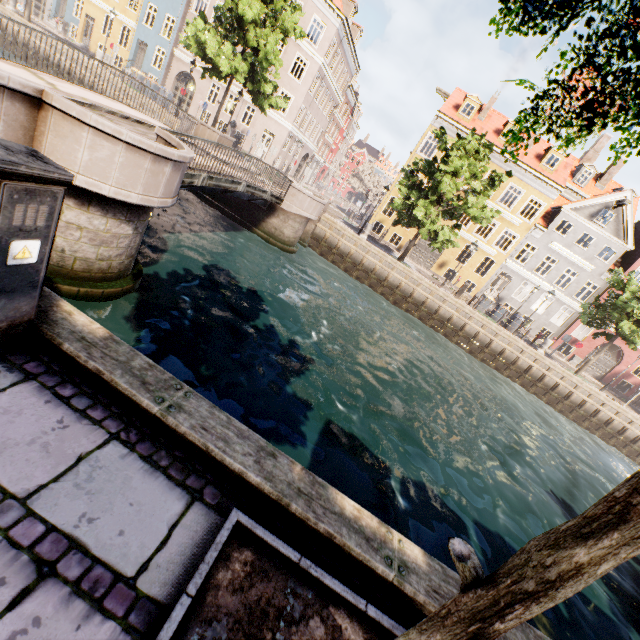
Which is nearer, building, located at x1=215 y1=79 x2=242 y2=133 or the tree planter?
the tree planter

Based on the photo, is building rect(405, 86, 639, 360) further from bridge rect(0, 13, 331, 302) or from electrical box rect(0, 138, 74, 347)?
electrical box rect(0, 138, 74, 347)

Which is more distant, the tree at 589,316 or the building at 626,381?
the building at 626,381

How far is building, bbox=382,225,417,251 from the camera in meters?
29.5

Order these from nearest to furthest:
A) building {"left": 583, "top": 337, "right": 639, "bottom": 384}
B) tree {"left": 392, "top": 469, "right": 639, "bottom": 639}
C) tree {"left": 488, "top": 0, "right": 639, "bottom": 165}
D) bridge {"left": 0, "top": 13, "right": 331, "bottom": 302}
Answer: tree {"left": 392, "top": 469, "right": 639, "bottom": 639} < tree {"left": 488, "top": 0, "right": 639, "bottom": 165} < bridge {"left": 0, "top": 13, "right": 331, "bottom": 302} < building {"left": 583, "top": 337, "right": 639, "bottom": 384}

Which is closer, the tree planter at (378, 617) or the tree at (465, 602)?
the tree at (465, 602)

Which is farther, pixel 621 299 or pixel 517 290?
pixel 517 290
